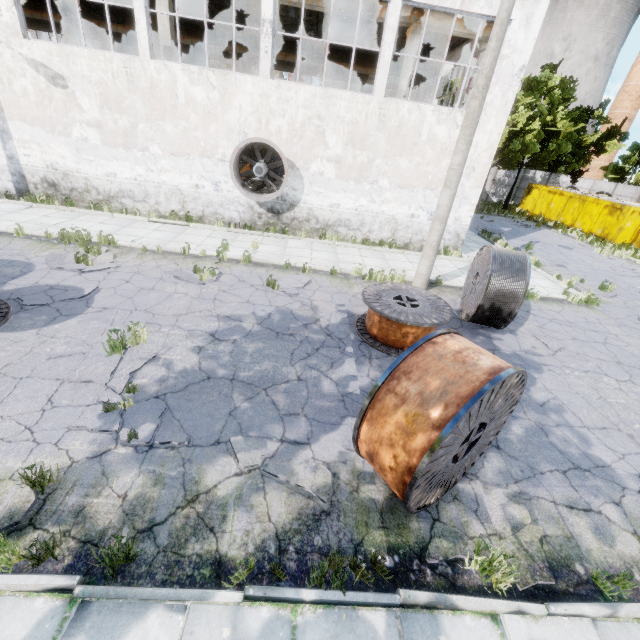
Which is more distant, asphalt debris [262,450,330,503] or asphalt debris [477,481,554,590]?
asphalt debris [262,450,330,503]

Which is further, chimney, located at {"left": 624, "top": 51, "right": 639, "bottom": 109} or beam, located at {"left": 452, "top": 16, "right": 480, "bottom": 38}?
chimney, located at {"left": 624, "top": 51, "right": 639, "bottom": 109}

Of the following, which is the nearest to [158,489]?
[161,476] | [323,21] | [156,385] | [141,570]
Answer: [161,476]

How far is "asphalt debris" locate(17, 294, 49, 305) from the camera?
6.7 meters

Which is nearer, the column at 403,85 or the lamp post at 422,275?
the lamp post at 422,275

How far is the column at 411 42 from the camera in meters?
12.5

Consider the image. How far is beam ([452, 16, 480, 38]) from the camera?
12.7m

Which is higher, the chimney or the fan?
the chimney
